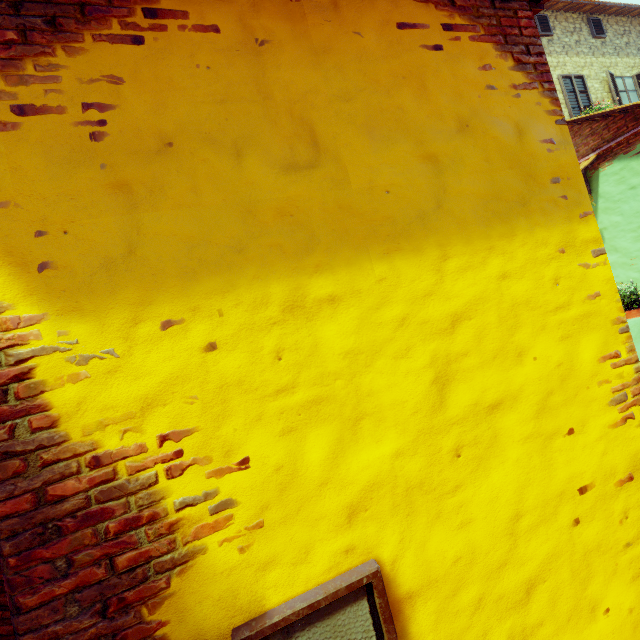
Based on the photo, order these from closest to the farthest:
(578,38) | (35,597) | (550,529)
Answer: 1. (35,597)
2. (550,529)
3. (578,38)

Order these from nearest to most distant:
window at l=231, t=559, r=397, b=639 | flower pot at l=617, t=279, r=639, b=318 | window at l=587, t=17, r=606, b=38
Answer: window at l=231, t=559, r=397, b=639 < flower pot at l=617, t=279, r=639, b=318 < window at l=587, t=17, r=606, b=38

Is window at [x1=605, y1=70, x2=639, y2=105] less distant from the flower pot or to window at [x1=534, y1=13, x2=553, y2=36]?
window at [x1=534, y1=13, x2=553, y2=36]

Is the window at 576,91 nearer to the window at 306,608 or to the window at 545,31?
the window at 545,31

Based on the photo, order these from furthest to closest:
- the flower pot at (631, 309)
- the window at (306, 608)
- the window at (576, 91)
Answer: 1. the window at (576, 91)
2. the flower pot at (631, 309)
3. the window at (306, 608)

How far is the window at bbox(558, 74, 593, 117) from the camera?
10.0 meters

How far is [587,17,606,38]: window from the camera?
10.7 meters

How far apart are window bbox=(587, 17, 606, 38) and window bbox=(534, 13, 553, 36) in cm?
188
